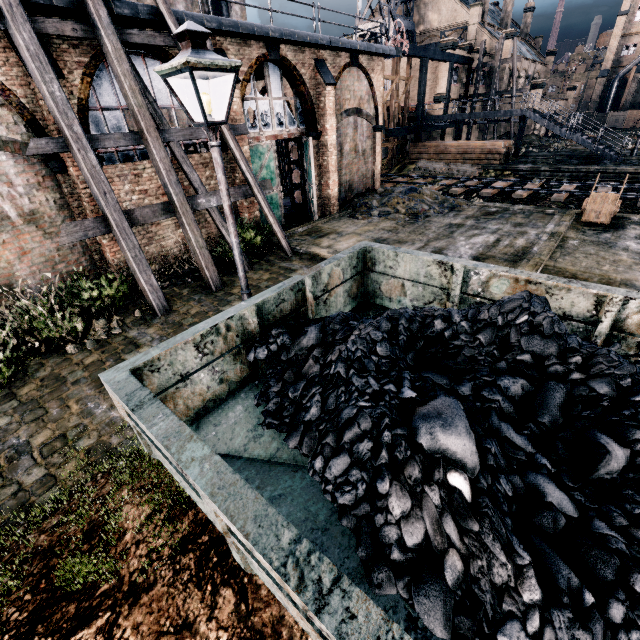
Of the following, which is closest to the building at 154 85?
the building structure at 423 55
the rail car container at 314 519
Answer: the building structure at 423 55

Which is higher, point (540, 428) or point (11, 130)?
point (11, 130)

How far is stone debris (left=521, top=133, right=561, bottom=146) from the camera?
38.41m

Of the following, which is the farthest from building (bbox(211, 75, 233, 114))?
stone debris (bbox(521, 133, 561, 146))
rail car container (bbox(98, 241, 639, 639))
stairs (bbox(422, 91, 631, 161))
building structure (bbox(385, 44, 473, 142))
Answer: stone debris (bbox(521, 133, 561, 146))

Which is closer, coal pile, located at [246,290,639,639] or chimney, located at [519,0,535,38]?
coal pile, located at [246,290,639,639]

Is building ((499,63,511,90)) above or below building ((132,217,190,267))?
above

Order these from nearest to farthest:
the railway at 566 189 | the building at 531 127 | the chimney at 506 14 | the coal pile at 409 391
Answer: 1. the coal pile at 409 391
2. the railway at 566 189
3. the building at 531 127
4. the chimney at 506 14

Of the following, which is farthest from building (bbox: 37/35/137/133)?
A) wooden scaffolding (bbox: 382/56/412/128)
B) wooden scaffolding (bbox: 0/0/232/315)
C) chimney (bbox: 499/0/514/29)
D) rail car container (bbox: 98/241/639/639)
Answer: chimney (bbox: 499/0/514/29)
